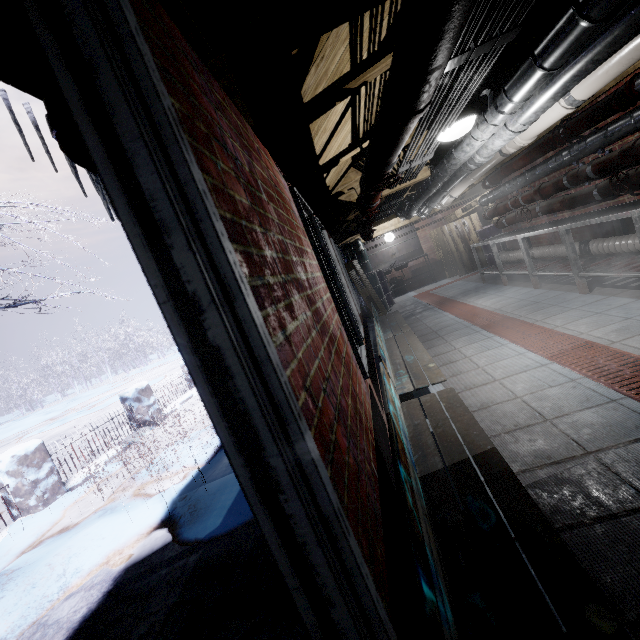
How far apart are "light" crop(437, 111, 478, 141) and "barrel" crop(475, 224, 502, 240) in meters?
6.4

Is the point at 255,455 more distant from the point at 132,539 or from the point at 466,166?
the point at 466,166

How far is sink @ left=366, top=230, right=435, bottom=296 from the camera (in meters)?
9.88

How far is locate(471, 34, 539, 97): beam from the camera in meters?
2.3

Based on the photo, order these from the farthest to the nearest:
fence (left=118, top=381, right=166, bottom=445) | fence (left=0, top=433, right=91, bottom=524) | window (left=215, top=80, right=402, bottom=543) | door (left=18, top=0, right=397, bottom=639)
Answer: fence (left=118, top=381, right=166, bottom=445) < fence (left=0, top=433, right=91, bottom=524) < window (left=215, top=80, right=402, bottom=543) < door (left=18, top=0, right=397, bottom=639)

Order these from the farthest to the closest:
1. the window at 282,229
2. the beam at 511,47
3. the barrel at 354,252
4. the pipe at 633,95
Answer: the barrel at 354,252 < the pipe at 633,95 < the beam at 511,47 < the window at 282,229

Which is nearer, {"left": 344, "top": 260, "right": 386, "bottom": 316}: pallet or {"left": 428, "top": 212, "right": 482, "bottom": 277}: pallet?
{"left": 344, "top": 260, "right": 386, "bottom": 316}: pallet

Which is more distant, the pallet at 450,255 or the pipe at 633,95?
the pallet at 450,255
